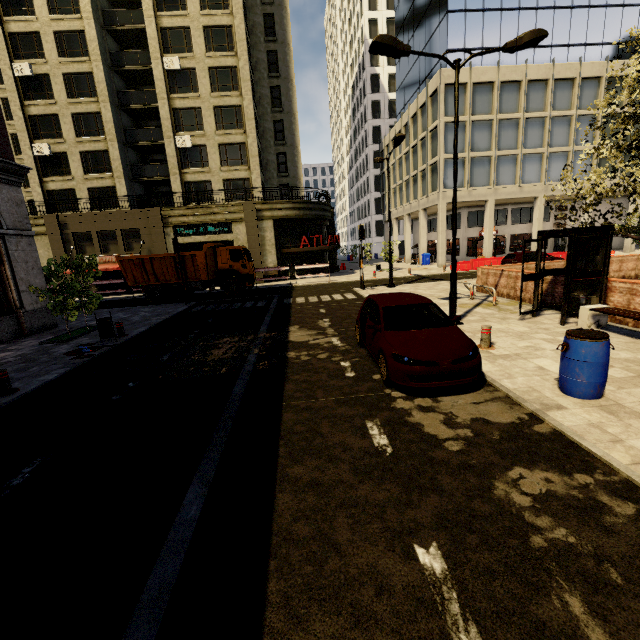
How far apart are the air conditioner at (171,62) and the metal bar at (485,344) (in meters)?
32.66

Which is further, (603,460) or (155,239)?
(155,239)

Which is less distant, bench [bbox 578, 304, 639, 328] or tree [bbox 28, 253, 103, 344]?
bench [bbox 578, 304, 639, 328]

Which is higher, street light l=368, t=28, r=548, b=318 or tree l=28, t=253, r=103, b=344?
street light l=368, t=28, r=548, b=318

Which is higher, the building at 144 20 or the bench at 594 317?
the building at 144 20

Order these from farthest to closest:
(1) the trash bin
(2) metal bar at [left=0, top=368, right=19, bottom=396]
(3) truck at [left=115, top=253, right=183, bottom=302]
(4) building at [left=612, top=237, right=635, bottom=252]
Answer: (4) building at [left=612, top=237, right=635, bottom=252] < (3) truck at [left=115, top=253, right=183, bottom=302] < (1) the trash bin < (2) metal bar at [left=0, top=368, right=19, bottom=396]

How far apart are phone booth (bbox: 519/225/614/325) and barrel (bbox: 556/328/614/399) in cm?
444

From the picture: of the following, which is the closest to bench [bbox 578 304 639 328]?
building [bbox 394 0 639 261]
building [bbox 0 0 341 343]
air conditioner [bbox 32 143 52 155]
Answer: building [bbox 0 0 341 343]
